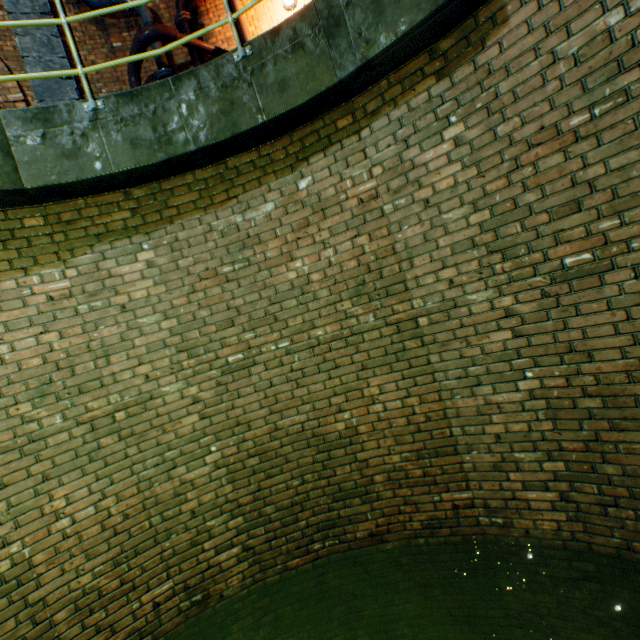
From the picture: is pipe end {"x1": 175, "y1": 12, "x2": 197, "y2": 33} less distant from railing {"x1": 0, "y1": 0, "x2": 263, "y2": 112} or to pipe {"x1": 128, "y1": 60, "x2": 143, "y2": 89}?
pipe {"x1": 128, "y1": 60, "x2": 143, "y2": 89}

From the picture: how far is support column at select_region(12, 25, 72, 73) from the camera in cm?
555

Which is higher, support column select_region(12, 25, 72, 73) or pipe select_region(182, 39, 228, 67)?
support column select_region(12, 25, 72, 73)

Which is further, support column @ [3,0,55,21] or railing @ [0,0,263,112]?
support column @ [3,0,55,21]

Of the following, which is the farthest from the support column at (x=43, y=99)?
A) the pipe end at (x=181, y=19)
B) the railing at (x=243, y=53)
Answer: the railing at (x=243, y=53)

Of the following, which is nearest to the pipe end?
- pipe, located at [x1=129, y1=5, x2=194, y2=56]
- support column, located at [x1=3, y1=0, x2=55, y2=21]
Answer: pipe, located at [x1=129, y1=5, x2=194, y2=56]

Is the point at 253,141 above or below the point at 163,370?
above

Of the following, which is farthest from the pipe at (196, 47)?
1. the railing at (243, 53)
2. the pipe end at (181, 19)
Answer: the railing at (243, 53)
